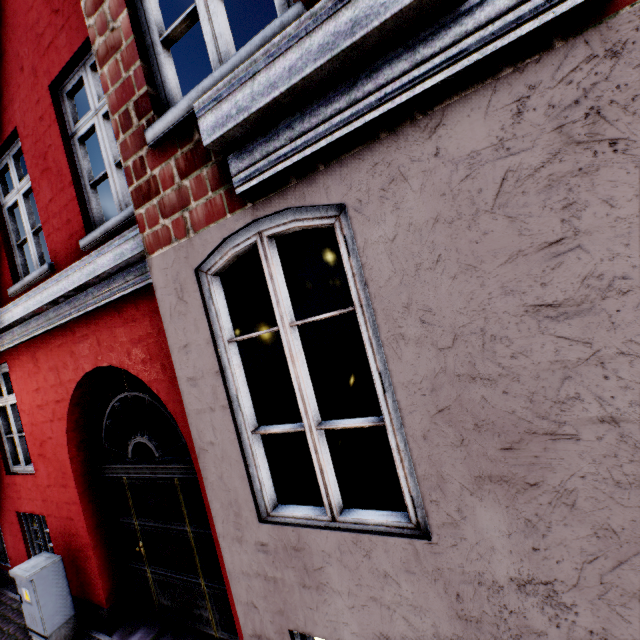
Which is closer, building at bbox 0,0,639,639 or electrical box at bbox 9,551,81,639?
building at bbox 0,0,639,639

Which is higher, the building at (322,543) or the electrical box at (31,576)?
the building at (322,543)

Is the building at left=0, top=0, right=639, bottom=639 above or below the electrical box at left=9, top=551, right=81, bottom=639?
above

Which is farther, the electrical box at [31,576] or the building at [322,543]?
the electrical box at [31,576]

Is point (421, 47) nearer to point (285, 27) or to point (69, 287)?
point (285, 27)
